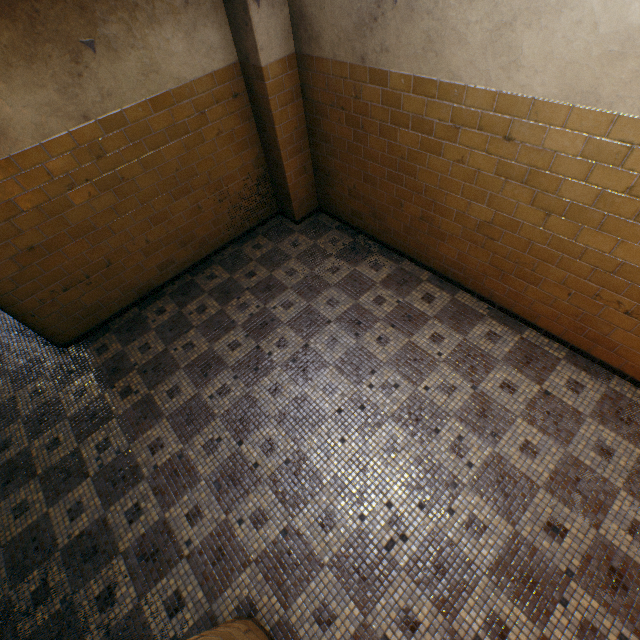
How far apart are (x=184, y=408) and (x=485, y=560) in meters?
2.9 m
